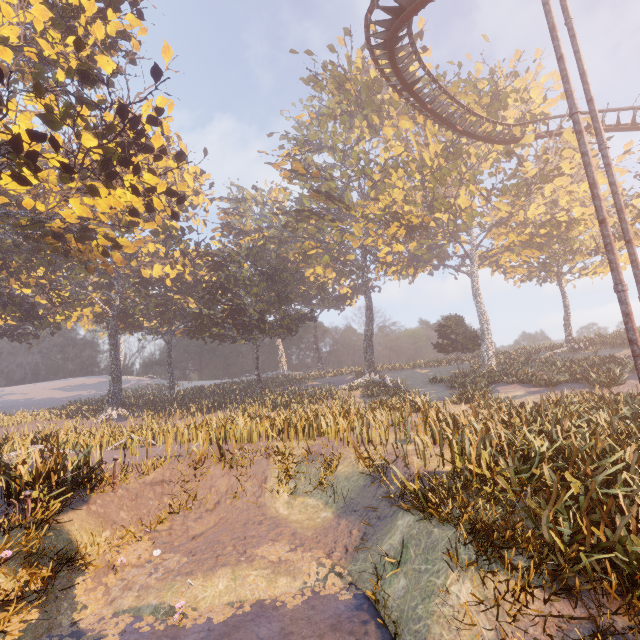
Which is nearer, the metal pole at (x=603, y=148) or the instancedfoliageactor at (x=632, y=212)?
the metal pole at (x=603, y=148)

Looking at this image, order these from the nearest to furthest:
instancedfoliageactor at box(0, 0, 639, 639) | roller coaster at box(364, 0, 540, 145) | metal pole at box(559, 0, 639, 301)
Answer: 1. instancedfoliageactor at box(0, 0, 639, 639)
2. metal pole at box(559, 0, 639, 301)
3. roller coaster at box(364, 0, 540, 145)

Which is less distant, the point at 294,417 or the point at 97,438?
the point at 294,417

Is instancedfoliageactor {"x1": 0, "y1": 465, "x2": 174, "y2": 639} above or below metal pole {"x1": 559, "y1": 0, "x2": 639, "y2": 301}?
below

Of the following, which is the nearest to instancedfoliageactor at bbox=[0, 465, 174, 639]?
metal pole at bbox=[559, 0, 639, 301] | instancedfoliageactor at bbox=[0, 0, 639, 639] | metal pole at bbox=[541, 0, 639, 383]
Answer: metal pole at bbox=[541, 0, 639, 383]

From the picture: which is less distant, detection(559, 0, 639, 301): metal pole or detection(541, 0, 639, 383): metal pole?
detection(541, 0, 639, 383): metal pole

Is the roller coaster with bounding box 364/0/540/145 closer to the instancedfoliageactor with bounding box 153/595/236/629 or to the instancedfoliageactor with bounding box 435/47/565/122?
the instancedfoliageactor with bounding box 435/47/565/122

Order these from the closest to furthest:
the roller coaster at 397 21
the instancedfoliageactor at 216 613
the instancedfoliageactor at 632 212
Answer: the instancedfoliageactor at 216 613 → the roller coaster at 397 21 → the instancedfoliageactor at 632 212
